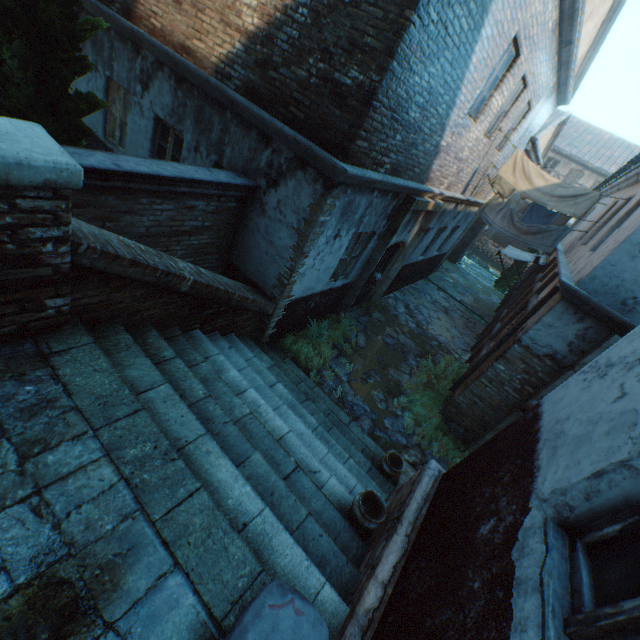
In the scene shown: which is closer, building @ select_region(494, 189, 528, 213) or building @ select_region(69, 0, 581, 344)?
building @ select_region(69, 0, 581, 344)

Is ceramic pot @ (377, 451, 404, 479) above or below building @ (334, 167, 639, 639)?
below

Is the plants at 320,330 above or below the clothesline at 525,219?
below

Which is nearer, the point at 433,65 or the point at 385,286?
the point at 433,65

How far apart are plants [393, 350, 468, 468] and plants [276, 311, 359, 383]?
1.19m

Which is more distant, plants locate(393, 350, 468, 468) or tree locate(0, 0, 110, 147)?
plants locate(393, 350, 468, 468)

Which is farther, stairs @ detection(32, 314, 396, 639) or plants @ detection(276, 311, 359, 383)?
plants @ detection(276, 311, 359, 383)

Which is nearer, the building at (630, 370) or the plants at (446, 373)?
the building at (630, 370)
